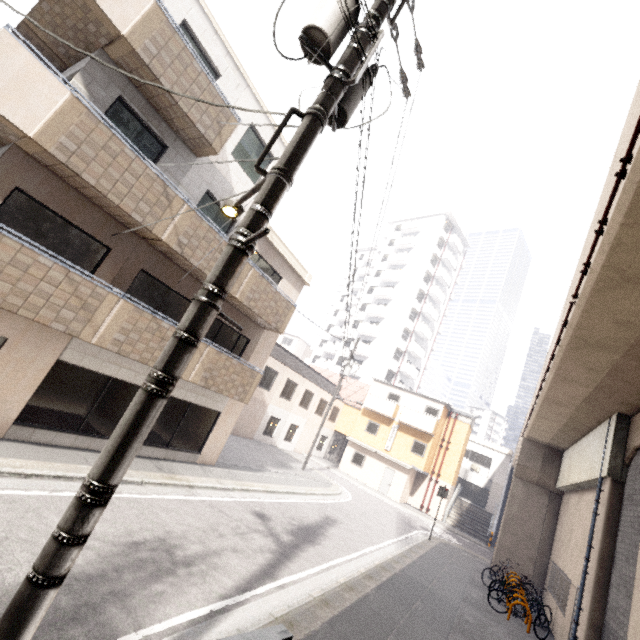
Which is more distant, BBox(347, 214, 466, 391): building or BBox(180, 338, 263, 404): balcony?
BBox(347, 214, 466, 391): building

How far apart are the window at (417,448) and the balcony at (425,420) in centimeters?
84cm

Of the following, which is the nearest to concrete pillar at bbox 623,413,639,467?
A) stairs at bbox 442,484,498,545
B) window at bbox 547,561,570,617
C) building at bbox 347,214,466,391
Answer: window at bbox 547,561,570,617

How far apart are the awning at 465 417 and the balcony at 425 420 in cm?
311

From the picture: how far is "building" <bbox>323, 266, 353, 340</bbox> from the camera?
52.1 meters

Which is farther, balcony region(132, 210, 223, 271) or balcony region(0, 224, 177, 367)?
balcony region(132, 210, 223, 271)

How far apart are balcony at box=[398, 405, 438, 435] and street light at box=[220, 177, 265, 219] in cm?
2638

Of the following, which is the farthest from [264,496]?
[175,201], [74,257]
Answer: [175,201]
